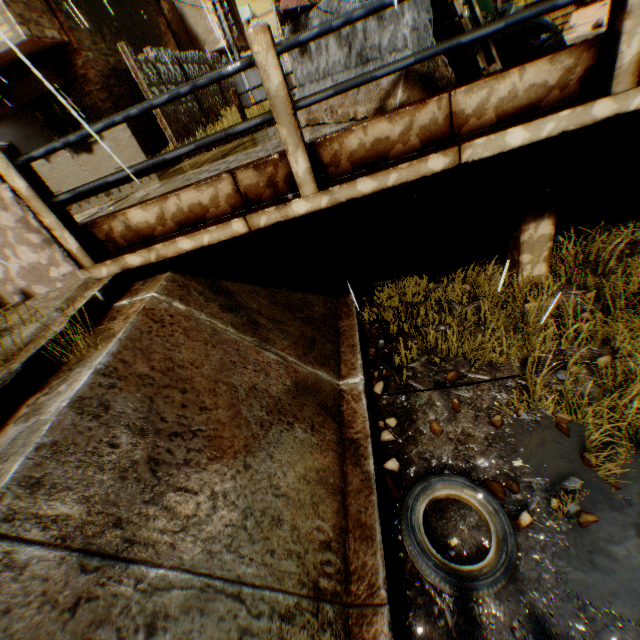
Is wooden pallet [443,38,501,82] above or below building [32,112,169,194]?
below

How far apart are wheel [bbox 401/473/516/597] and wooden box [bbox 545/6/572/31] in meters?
5.1 m

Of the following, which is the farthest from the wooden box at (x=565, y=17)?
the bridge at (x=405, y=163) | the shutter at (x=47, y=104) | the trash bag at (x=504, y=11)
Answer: the shutter at (x=47, y=104)

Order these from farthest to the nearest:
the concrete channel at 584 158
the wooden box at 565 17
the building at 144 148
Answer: the building at 144 148, the concrete channel at 584 158, the wooden box at 565 17

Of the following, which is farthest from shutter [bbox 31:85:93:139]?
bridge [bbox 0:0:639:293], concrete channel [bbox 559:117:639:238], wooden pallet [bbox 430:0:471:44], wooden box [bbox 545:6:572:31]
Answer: wooden box [bbox 545:6:572:31]

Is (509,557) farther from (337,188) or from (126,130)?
(126,130)

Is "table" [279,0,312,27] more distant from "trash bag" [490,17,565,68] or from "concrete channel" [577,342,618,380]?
"concrete channel" [577,342,618,380]

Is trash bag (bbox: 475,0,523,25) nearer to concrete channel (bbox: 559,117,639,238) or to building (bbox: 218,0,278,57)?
concrete channel (bbox: 559,117,639,238)
